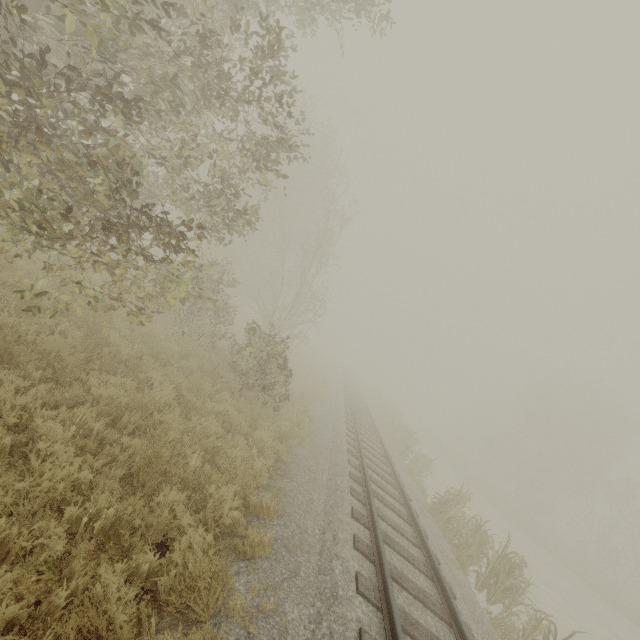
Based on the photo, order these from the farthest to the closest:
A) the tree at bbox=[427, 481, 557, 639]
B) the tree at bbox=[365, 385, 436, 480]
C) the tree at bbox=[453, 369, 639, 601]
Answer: the tree at bbox=[453, 369, 639, 601], the tree at bbox=[365, 385, 436, 480], the tree at bbox=[427, 481, 557, 639]

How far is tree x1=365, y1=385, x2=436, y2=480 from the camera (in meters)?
17.73

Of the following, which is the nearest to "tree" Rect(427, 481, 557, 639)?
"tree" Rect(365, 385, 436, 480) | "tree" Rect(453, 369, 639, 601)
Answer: "tree" Rect(365, 385, 436, 480)

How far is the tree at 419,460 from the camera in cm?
1773

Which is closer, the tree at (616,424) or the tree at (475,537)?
the tree at (475,537)

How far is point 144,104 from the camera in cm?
575

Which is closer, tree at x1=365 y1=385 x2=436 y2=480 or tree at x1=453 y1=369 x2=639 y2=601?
tree at x1=365 y1=385 x2=436 y2=480
